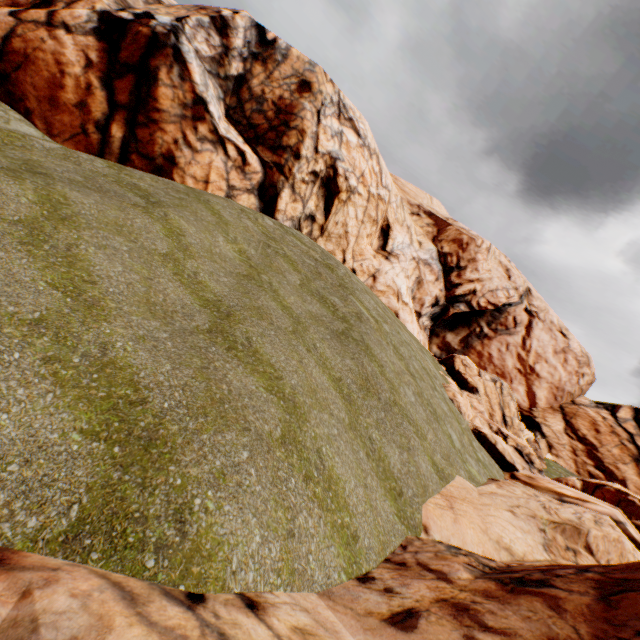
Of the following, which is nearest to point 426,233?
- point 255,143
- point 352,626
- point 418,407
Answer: point 255,143
